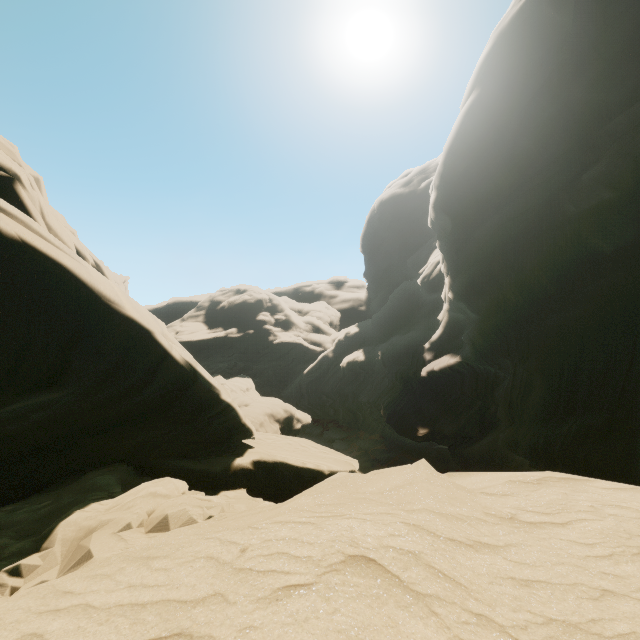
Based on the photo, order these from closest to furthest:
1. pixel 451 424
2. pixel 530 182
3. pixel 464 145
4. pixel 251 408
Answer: pixel 530 182 → pixel 464 145 → pixel 451 424 → pixel 251 408
